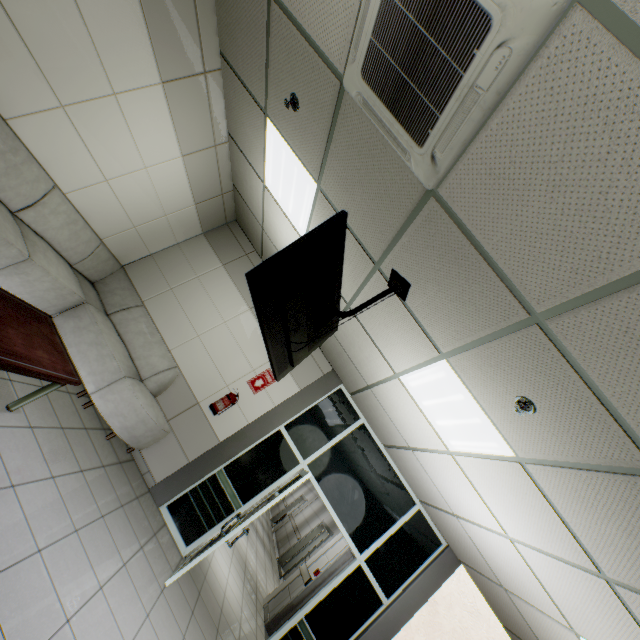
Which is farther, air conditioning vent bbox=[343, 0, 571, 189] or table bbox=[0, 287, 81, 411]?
table bbox=[0, 287, 81, 411]

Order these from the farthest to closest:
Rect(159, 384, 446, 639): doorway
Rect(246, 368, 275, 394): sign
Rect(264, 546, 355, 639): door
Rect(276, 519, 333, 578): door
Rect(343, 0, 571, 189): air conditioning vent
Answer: Rect(276, 519, 333, 578): door → Rect(264, 546, 355, 639): door → Rect(246, 368, 275, 394): sign → Rect(159, 384, 446, 639): doorway → Rect(343, 0, 571, 189): air conditioning vent

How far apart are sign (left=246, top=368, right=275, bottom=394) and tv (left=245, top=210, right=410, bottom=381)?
2.33m

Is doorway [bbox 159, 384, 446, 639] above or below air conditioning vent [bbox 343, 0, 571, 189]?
below

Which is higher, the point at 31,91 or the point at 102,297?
the point at 31,91

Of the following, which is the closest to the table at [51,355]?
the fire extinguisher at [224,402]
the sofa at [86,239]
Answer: the sofa at [86,239]

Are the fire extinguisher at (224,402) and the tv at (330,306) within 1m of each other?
no

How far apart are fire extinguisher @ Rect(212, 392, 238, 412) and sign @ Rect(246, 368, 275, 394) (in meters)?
0.28
